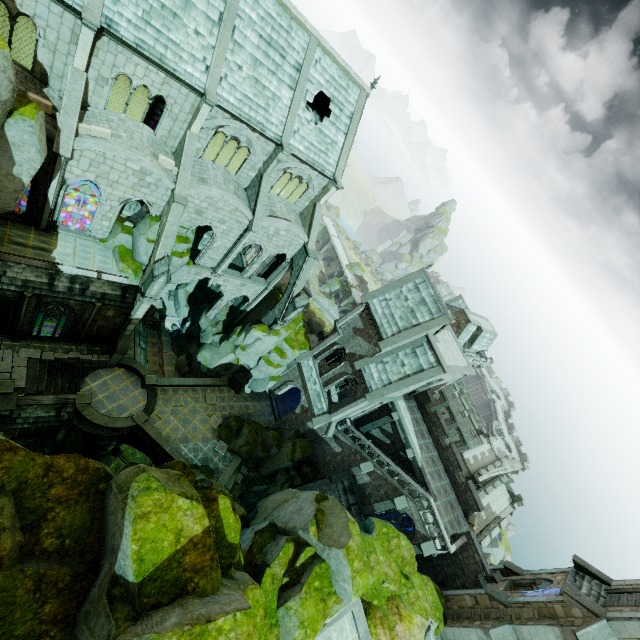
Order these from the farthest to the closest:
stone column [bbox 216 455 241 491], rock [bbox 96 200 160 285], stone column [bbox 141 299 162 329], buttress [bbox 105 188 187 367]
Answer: stone column [bbox 141 299 162 329]
stone column [bbox 216 455 241 491]
rock [bbox 96 200 160 285]
buttress [bbox 105 188 187 367]

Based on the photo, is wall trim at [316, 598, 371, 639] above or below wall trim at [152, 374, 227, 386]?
above

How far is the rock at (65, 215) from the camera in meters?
30.7 m

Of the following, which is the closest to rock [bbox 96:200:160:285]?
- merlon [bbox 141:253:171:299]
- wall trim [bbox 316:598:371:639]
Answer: merlon [bbox 141:253:171:299]

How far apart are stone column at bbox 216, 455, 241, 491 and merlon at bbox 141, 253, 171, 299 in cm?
1647

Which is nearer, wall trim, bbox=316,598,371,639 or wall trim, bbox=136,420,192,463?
wall trim, bbox=316,598,371,639

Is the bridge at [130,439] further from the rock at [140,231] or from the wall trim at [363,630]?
the wall trim at [363,630]

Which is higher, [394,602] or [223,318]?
[394,602]
